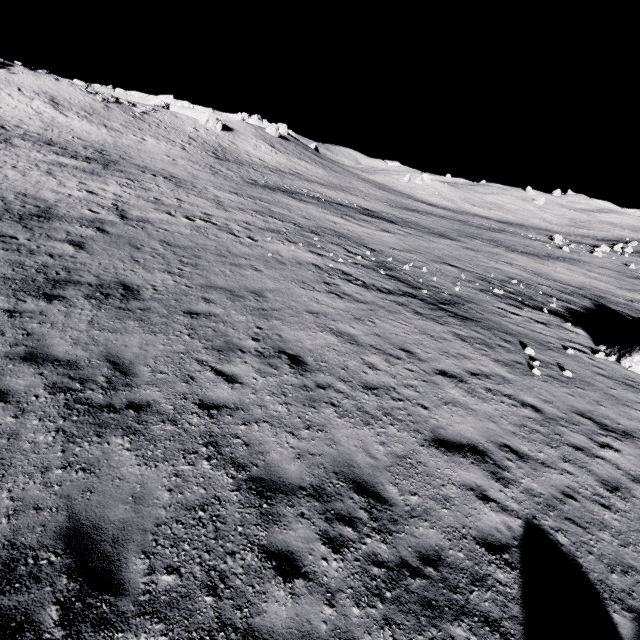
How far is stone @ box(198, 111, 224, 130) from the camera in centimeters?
5550cm

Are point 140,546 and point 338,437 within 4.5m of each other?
yes

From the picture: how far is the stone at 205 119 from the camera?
55.5 meters

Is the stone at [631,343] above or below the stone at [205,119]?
below

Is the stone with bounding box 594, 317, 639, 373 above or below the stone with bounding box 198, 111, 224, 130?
below

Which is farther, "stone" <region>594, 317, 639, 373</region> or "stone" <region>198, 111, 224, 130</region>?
"stone" <region>198, 111, 224, 130</region>
